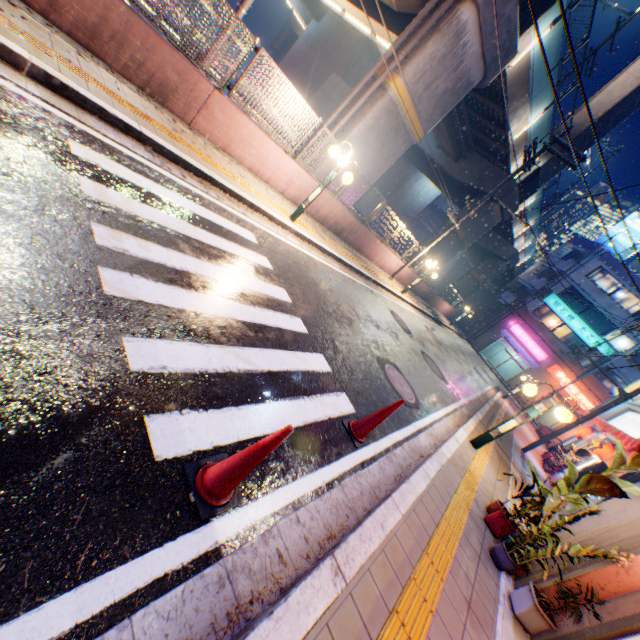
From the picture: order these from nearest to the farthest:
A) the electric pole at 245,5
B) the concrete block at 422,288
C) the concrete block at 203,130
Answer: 1. the concrete block at 203,130
2. the electric pole at 245,5
3. the concrete block at 422,288

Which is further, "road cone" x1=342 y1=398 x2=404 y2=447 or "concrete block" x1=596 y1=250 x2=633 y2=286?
"concrete block" x1=596 y1=250 x2=633 y2=286

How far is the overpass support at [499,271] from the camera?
22.5 meters

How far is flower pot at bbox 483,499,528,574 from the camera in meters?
4.4 m

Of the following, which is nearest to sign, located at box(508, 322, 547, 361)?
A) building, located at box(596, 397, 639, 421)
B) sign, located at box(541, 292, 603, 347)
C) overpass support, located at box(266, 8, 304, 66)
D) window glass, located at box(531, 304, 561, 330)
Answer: window glass, located at box(531, 304, 561, 330)

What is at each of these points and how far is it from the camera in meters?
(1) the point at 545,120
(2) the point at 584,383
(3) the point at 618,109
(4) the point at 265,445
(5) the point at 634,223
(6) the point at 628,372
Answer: (1) overpass support, 17.7 m
(2) building, 31.9 m
(3) overpass support, 19.3 m
(4) road cone, 2.1 m
(5) billboard, 32.7 m
(6) building, 30.3 m

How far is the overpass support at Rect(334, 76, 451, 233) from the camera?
11.3 meters

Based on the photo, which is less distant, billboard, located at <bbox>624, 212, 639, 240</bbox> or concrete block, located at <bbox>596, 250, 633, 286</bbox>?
concrete block, located at <bbox>596, 250, 633, 286</bbox>
